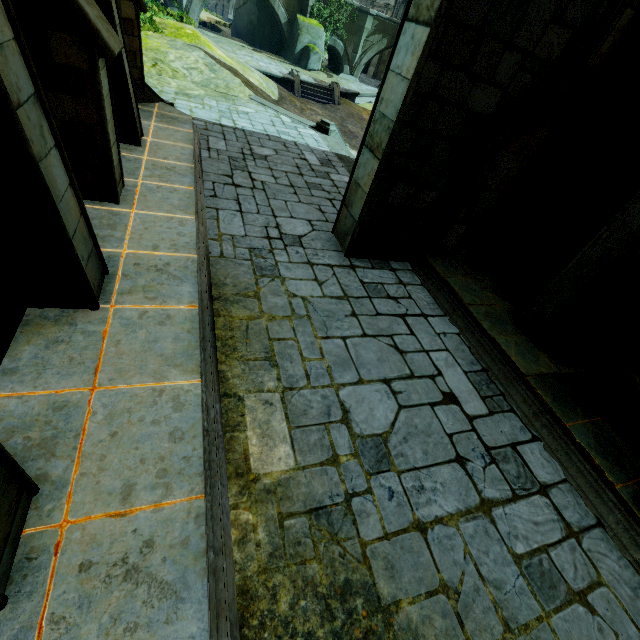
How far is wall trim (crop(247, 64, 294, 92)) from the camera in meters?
20.3 m

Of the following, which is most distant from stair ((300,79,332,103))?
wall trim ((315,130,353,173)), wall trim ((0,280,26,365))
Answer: wall trim ((0,280,26,365))

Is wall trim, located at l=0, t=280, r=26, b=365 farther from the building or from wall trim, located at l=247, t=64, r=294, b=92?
wall trim, located at l=247, t=64, r=294, b=92

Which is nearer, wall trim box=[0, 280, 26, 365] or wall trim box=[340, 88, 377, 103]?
wall trim box=[0, 280, 26, 365]

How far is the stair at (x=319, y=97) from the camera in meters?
21.9

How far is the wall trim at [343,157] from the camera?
10.9m

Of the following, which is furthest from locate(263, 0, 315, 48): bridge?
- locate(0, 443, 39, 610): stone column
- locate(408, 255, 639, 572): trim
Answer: locate(0, 443, 39, 610): stone column

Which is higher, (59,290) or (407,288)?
(59,290)
